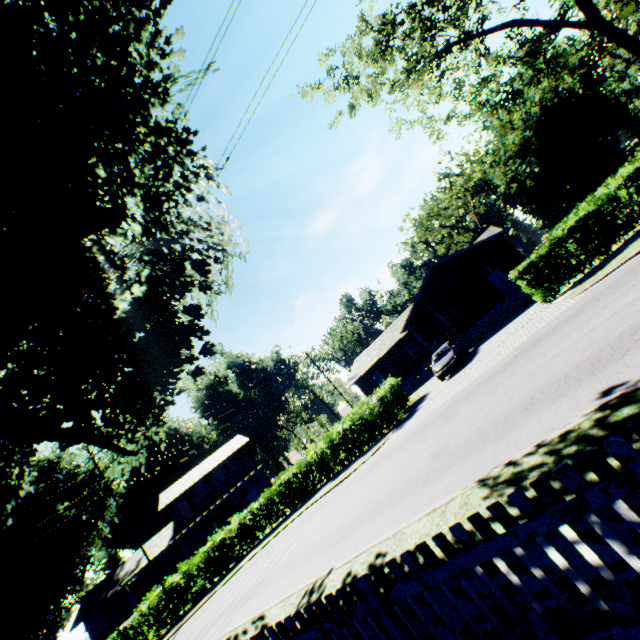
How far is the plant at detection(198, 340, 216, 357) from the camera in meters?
12.6 m

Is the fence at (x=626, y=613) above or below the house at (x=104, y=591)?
below

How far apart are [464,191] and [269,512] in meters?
61.2 m

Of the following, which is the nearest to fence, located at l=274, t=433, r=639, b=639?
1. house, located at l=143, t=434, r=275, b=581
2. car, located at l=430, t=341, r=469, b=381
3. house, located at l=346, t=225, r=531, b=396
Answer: car, located at l=430, t=341, r=469, b=381

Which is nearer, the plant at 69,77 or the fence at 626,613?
the fence at 626,613

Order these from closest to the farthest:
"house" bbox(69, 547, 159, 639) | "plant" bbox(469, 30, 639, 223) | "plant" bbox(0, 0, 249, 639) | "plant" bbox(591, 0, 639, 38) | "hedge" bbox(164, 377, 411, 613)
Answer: "plant" bbox(0, 0, 249, 639) < "hedge" bbox(164, 377, 411, 613) < "house" bbox(69, 547, 159, 639) < "plant" bbox(591, 0, 639, 38) < "plant" bbox(469, 30, 639, 223)

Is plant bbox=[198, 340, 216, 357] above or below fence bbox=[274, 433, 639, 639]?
above

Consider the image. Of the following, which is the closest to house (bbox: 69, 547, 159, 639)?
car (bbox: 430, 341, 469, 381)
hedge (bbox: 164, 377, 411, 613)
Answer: hedge (bbox: 164, 377, 411, 613)
